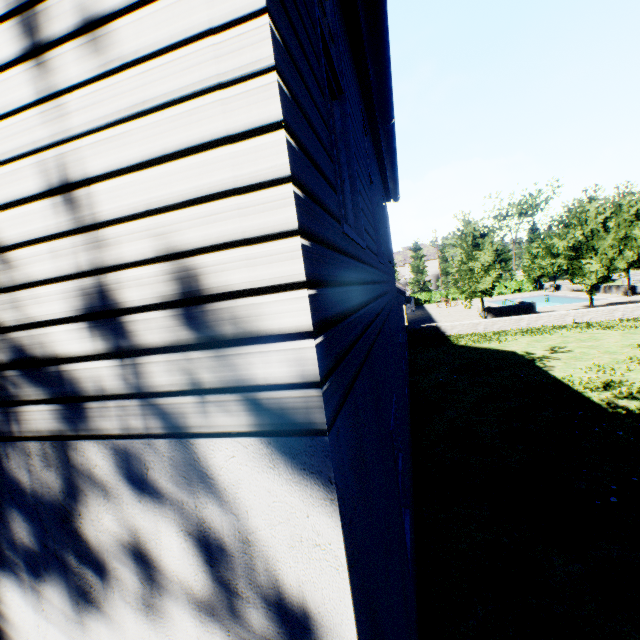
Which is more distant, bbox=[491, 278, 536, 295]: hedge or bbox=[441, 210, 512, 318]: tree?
bbox=[491, 278, 536, 295]: hedge

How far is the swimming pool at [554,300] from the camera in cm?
3242

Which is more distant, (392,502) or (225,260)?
(392,502)

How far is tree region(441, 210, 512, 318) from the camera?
21.3 meters

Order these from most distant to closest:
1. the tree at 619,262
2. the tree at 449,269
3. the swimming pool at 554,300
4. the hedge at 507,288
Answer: the hedge at 507,288, the swimming pool at 554,300, the tree at 449,269, the tree at 619,262

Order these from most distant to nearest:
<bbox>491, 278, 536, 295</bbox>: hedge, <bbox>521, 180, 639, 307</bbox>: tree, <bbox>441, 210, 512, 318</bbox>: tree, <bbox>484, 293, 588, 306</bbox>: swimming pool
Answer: <bbox>491, 278, 536, 295</bbox>: hedge
<bbox>484, 293, 588, 306</bbox>: swimming pool
<bbox>441, 210, 512, 318</bbox>: tree
<bbox>521, 180, 639, 307</bbox>: tree

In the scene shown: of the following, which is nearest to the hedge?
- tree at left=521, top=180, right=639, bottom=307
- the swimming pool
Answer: tree at left=521, top=180, right=639, bottom=307

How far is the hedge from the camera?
48.0m
